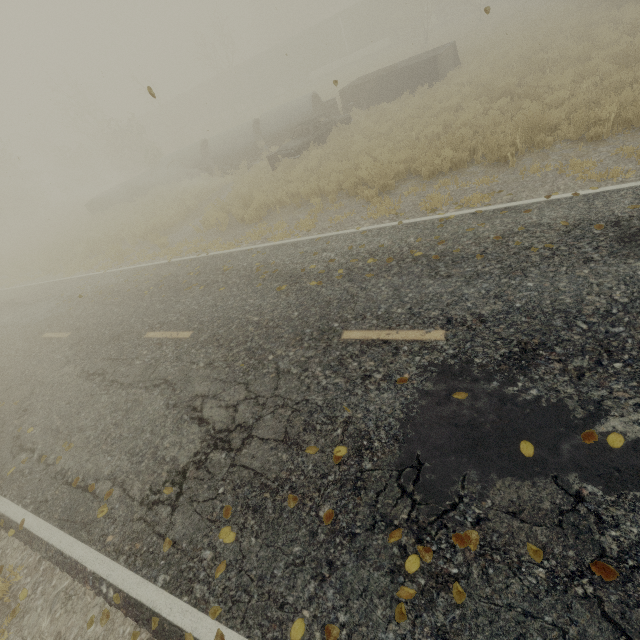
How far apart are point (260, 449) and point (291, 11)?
70.4m

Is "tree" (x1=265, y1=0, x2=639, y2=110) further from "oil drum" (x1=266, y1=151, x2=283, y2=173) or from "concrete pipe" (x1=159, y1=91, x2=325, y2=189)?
"oil drum" (x1=266, y1=151, x2=283, y2=173)

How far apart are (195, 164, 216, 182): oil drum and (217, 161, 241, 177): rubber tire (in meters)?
0.35

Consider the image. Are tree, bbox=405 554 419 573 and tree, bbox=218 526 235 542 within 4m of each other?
yes

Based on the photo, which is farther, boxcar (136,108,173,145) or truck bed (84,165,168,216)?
boxcar (136,108,173,145)

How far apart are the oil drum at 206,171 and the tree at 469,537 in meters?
21.8

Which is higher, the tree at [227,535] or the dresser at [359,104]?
the dresser at [359,104]

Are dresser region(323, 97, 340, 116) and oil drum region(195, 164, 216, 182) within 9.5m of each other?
yes
